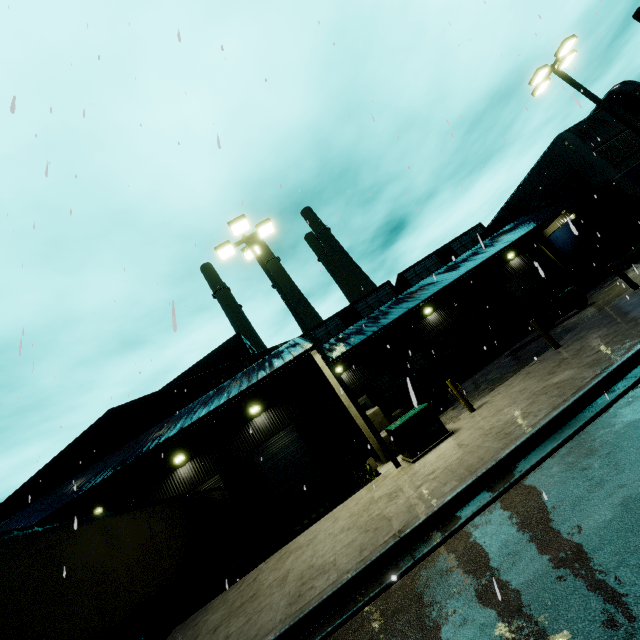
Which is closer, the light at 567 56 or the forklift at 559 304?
the light at 567 56

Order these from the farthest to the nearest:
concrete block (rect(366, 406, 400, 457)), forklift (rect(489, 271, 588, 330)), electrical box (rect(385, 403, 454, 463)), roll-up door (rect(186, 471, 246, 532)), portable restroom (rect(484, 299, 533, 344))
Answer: portable restroom (rect(484, 299, 533, 344)) → roll-up door (rect(186, 471, 246, 532)) → forklift (rect(489, 271, 588, 330)) → concrete block (rect(366, 406, 400, 457)) → electrical box (rect(385, 403, 454, 463))

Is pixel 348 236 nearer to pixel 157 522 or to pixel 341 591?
pixel 341 591

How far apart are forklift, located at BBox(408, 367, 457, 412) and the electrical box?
3.8 meters

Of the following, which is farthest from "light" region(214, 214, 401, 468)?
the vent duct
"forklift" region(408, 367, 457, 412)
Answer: the vent duct

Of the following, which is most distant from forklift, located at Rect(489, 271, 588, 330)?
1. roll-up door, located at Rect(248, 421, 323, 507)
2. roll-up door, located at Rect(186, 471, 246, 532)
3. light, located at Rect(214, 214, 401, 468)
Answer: roll-up door, located at Rect(186, 471, 246, 532)

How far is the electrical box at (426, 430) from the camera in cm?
916

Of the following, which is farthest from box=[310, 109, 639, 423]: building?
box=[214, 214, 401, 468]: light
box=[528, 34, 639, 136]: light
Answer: box=[528, 34, 639, 136]: light
